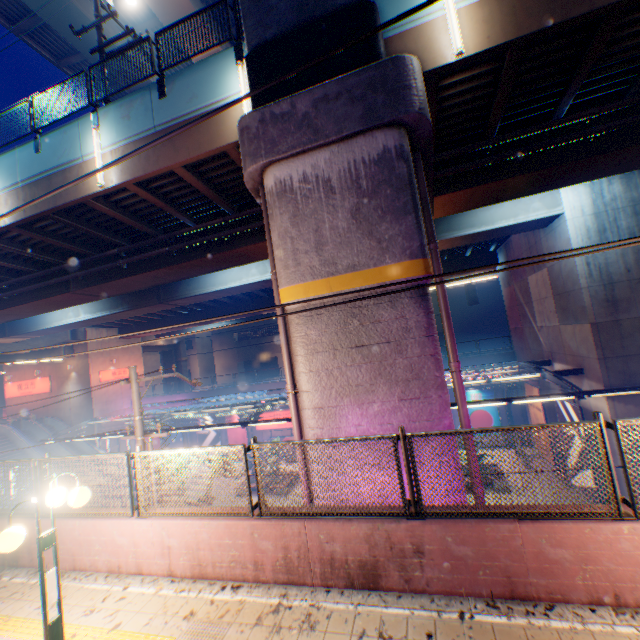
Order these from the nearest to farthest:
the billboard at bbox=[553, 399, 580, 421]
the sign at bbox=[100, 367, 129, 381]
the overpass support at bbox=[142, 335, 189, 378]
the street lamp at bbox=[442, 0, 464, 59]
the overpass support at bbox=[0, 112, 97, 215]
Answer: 1. the street lamp at bbox=[442, 0, 464, 59]
2. the overpass support at bbox=[0, 112, 97, 215]
3. the billboard at bbox=[553, 399, 580, 421]
4. the sign at bbox=[100, 367, 129, 381]
5. the overpass support at bbox=[142, 335, 189, 378]

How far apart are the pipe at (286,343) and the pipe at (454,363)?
3.4m

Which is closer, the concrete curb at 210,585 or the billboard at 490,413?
the concrete curb at 210,585

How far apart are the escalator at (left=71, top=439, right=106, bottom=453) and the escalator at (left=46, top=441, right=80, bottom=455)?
1.36m

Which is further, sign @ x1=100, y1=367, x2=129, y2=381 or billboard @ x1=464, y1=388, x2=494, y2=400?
sign @ x1=100, y1=367, x2=129, y2=381

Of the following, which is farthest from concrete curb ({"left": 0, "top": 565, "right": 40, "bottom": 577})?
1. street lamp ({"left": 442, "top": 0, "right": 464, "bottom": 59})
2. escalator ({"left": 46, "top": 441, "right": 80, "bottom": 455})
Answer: escalator ({"left": 46, "top": 441, "right": 80, "bottom": 455})

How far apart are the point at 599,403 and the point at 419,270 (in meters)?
13.19

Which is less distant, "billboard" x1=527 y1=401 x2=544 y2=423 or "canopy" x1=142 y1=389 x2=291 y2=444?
"canopy" x1=142 y1=389 x2=291 y2=444
